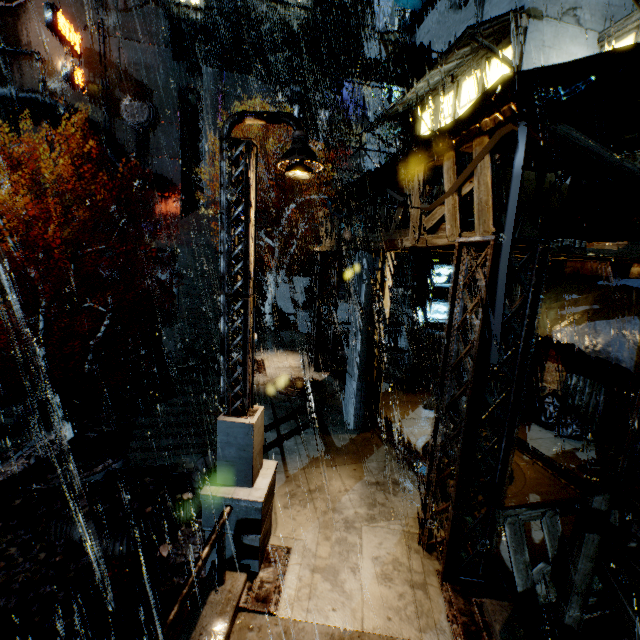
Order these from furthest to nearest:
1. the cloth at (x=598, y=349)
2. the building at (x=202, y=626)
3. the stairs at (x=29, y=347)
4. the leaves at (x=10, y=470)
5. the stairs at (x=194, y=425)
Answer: the stairs at (x=29, y=347)
the stairs at (x=194, y=425)
the leaves at (x=10, y=470)
the cloth at (x=598, y=349)
the building at (x=202, y=626)

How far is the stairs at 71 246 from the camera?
26.75m

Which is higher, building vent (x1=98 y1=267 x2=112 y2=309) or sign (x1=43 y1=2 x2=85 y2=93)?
sign (x1=43 y1=2 x2=85 y2=93)

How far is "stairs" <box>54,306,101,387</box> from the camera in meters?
22.1

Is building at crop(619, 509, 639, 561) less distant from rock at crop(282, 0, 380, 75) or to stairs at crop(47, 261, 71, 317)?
stairs at crop(47, 261, 71, 317)

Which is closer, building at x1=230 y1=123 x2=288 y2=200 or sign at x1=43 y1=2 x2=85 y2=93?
sign at x1=43 y1=2 x2=85 y2=93

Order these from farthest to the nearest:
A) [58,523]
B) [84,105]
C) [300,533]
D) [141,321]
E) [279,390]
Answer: [84,105], [141,321], [279,390], [58,523], [300,533]

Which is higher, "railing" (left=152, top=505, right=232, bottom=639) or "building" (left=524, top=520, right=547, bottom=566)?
"railing" (left=152, top=505, right=232, bottom=639)
